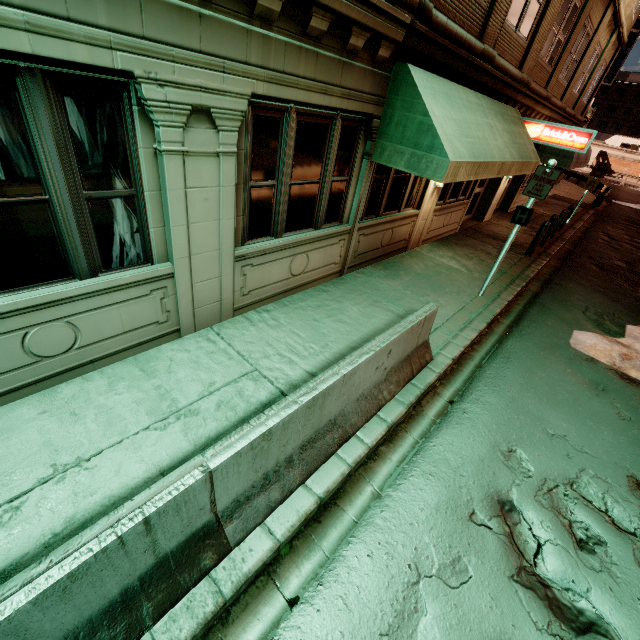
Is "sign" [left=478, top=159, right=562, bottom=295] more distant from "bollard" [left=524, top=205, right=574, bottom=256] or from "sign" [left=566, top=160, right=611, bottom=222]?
"sign" [left=566, top=160, right=611, bottom=222]

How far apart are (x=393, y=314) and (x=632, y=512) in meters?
4.3

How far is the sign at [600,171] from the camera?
15.6 meters

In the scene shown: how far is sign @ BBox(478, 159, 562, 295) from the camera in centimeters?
630cm

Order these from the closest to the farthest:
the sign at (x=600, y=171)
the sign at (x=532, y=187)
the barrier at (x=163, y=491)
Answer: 1. the barrier at (x=163, y=491)
2. the sign at (x=532, y=187)
3. the sign at (x=600, y=171)

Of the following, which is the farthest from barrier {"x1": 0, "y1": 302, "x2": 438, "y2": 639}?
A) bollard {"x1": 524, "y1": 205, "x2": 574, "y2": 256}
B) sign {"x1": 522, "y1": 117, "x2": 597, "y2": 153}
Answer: bollard {"x1": 524, "y1": 205, "x2": 574, "y2": 256}

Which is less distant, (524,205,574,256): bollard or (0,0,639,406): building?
(0,0,639,406): building

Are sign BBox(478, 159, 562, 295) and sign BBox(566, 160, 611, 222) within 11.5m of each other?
no
